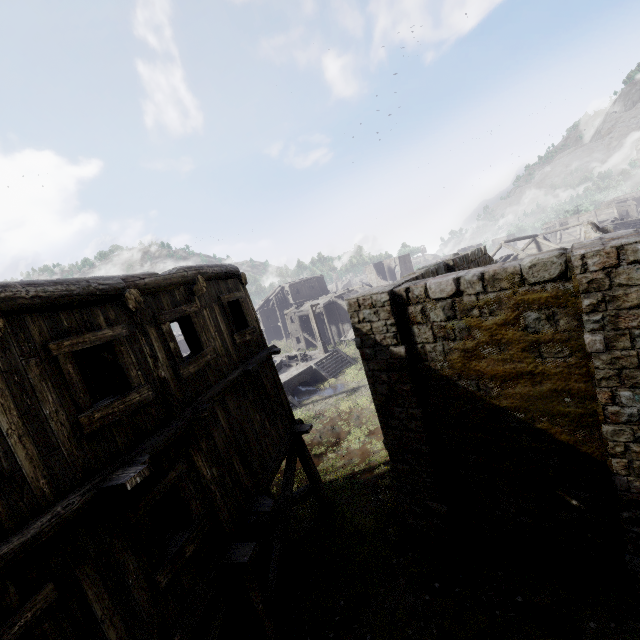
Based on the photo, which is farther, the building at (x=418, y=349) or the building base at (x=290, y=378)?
the building base at (x=290, y=378)

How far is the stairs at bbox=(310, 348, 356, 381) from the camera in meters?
27.1

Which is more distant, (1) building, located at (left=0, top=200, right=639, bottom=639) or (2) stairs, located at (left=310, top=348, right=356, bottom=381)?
(2) stairs, located at (left=310, top=348, right=356, bottom=381)

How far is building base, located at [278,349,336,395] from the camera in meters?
25.2

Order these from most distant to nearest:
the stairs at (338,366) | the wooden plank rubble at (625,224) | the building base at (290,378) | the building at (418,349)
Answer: Answer:
1. the wooden plank rubble at (625,224)
2. the stairs at (338,366)
3. the building base at (290,378)
4. the building at (418,349)

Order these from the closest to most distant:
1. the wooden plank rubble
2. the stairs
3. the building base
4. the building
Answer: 1. the building
2. the building base
3. the stairs
4. the wooden plank rubble

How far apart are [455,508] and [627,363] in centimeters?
544cm

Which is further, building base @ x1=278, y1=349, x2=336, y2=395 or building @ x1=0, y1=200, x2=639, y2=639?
building base @ x1=278, y1=349, x2=336, y2=395
